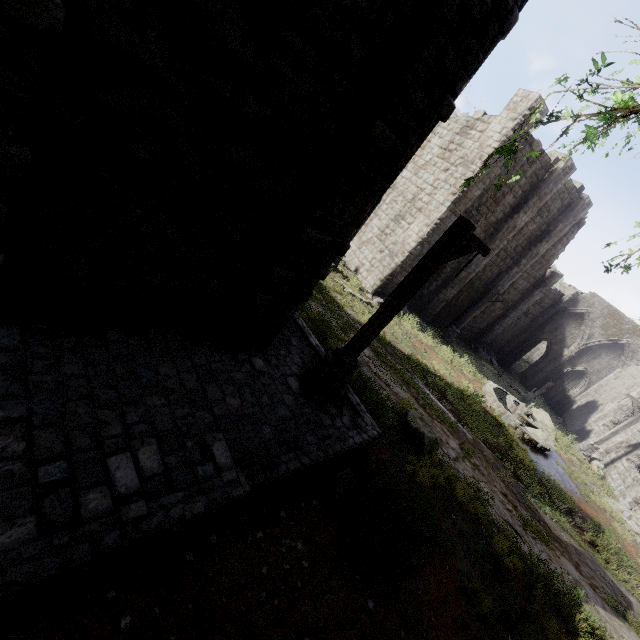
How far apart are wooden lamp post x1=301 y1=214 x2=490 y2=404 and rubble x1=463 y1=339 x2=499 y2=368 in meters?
23.1

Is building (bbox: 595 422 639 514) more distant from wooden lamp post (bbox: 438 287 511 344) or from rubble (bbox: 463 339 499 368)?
wooden lamp post (bbox: 438 287 511 344)

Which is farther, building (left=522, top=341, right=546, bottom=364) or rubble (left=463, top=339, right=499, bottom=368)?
building (left=522, top=341, right=546, bottom=364)

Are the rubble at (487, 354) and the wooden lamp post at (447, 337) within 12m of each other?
yes

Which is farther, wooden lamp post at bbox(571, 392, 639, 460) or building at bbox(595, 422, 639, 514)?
wooden lamp post at bbox(571, 392, 639, 460)

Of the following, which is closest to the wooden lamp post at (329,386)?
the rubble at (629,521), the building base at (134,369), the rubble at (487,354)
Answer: the building base at (134,369)

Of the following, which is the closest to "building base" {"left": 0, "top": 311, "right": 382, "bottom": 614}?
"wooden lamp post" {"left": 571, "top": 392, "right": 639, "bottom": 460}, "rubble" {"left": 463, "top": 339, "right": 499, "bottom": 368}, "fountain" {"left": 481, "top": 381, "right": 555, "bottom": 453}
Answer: "fountain" {"left": 481, "top": 381, "right": 555, "bottom": 453}

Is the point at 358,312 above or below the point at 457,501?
below
